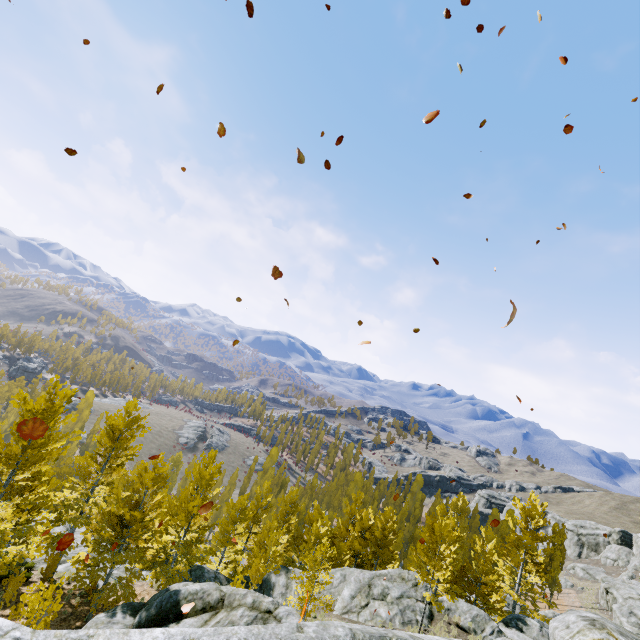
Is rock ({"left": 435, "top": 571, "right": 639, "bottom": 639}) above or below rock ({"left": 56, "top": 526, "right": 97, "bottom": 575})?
above

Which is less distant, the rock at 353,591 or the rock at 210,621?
the rock at 210,621

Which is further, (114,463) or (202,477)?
(114,463)

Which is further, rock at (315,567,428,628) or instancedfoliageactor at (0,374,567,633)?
rock at (315,567,428,628)

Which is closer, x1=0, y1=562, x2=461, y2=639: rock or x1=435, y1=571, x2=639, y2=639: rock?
x1=0, y1=562, x2=461, y2=639: rock

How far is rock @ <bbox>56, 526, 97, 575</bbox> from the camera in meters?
21.3 m
